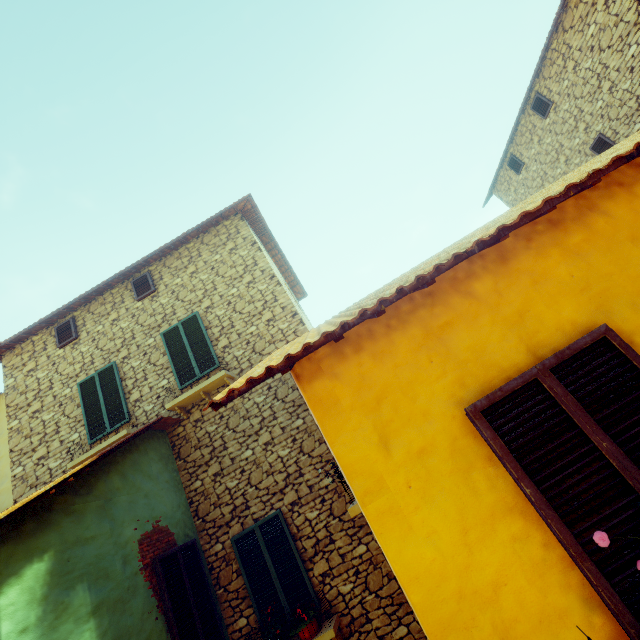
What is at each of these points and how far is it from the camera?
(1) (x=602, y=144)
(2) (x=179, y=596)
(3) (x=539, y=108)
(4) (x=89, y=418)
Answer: (1) window, 9.8 meters
(2) window, 5.2 meters
(3) window, 10.9 meters
(4) window, 7.8 meters

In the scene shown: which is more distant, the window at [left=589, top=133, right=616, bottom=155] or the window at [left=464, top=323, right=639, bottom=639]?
the window at [left=589, top=133, right=616, bottom=155]

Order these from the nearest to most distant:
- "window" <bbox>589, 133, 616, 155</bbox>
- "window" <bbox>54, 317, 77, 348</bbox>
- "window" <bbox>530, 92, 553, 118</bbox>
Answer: "window" <bbox>54, 317, 77, 348</bbox>, "window" <bbox>589, 133, 616, 155</bbox>, "window" <bbox>530, 92, 553, 118</bbox>

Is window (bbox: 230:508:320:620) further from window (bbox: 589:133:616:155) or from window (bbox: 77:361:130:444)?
window (bbox: 589:133:616:155)

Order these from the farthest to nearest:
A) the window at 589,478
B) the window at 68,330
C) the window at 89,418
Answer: the window at 68,330 → the window at 89,418 → the window at 589,478

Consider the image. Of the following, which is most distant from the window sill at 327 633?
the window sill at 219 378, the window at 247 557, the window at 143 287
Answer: the window at 143 287

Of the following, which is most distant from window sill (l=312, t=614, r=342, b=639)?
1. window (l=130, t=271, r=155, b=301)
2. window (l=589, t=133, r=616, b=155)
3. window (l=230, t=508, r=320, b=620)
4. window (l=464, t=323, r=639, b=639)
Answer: window (l=589, t=133, r=616, b=155)

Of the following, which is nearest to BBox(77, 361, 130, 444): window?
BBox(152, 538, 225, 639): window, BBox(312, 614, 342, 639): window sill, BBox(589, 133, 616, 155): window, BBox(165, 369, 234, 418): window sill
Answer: BBox(165, 369, 234, 418): window sill
